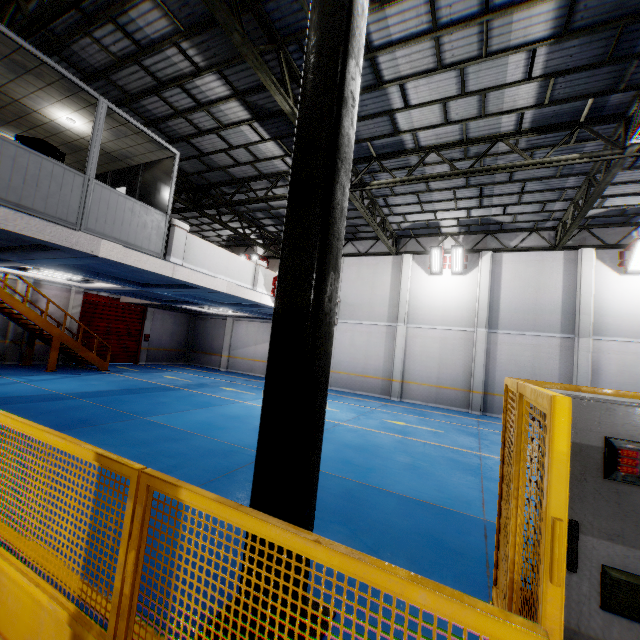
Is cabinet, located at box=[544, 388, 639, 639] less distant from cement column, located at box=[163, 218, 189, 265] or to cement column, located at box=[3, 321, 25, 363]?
cement column, located at box=[163, 218, 189, 265]

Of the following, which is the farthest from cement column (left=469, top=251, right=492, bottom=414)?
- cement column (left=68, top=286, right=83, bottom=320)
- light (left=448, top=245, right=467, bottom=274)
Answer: cement column (left=68, top=286, right=83, bottom=320)

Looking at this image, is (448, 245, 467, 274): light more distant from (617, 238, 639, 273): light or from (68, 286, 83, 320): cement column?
(68, 286, 83, 320): cement column

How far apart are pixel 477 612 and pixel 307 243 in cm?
239

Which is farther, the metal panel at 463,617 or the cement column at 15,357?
the cement column at 15,357

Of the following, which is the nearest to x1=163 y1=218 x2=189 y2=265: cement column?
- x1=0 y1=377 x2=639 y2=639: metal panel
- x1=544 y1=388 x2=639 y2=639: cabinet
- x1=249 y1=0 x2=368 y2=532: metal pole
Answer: x1=0 y1=377 x2=639 y2=639: metal panel

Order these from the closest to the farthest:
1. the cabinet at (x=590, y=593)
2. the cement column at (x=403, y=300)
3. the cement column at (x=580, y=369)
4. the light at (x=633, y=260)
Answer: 1. the cabinet at (x=590, y=593)
2. the light at (x=633, y=260)
3. the cement column at (x=580, y=369)
4. the cement column at (x=403, y=300)

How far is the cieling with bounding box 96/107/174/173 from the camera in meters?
7.7 m
